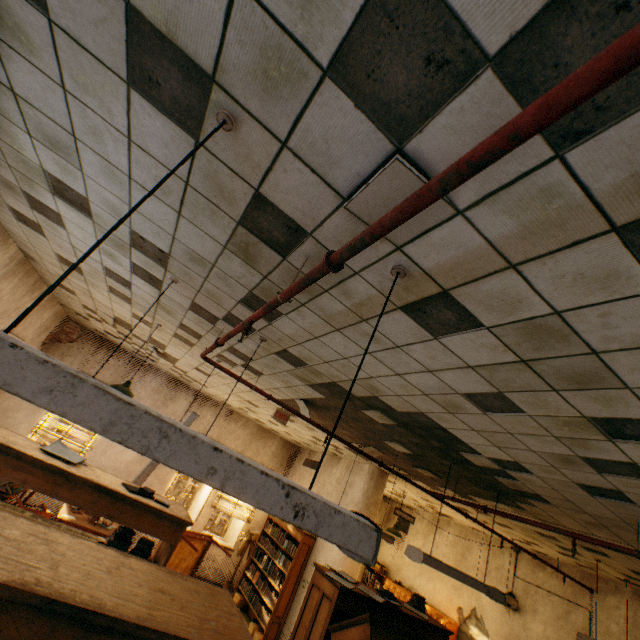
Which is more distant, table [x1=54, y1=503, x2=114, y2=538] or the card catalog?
the card catalog

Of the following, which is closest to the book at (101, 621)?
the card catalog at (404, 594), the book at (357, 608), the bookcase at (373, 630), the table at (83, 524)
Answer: the book at (357, 608)

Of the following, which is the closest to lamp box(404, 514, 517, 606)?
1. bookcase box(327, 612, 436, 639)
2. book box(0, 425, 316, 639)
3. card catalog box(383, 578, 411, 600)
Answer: bookcase box(327, 612, 436, 639)

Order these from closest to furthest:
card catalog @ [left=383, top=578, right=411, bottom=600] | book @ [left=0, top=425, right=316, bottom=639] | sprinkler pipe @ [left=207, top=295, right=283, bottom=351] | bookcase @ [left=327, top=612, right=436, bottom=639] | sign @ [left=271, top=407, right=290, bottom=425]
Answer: book @ [left=0, top=425, right=316, bottom=639] < sprinkler pipe @ [left=207, top=295, right=283, bottom=351] < bookcase @ [left=327, top=612, right=436, bottom=639] < sign @ [left=271, top=407, right=290, bottom=425] < card catalog @ [left=383, top=578, right=411, bottom=600]

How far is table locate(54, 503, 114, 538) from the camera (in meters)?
5.79

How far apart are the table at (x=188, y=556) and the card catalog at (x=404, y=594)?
5.2 meters

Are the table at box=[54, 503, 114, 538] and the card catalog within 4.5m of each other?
no

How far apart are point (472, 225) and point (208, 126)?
1.18m
